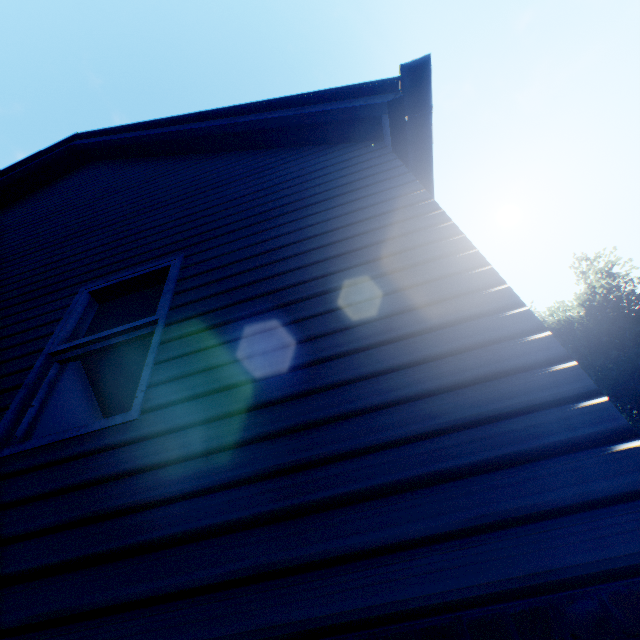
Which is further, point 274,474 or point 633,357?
point 633,357
